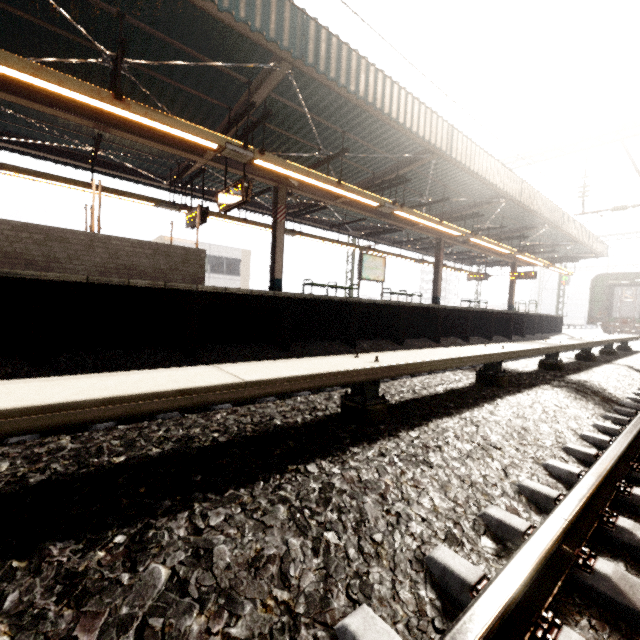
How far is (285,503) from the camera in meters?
1.5

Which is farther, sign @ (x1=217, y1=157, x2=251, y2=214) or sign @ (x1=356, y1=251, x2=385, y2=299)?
sign @ (x1=356, y1=251, x2=385, y2=299)

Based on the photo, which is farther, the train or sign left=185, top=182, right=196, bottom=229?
the train

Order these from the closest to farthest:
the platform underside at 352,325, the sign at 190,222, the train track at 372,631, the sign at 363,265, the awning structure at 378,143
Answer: the train track at 372,631, the platform underside at 352,325, the awning structure at 378,143, the sign at 190,222, the sign at 363,265

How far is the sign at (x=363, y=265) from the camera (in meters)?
13.16

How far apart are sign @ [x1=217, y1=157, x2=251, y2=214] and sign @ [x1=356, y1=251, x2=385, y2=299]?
6.0m

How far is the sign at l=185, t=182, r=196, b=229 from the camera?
10.17m

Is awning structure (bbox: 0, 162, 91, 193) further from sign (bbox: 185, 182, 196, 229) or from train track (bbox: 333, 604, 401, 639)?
train track (bbox: 333, 604, 401, 639)
